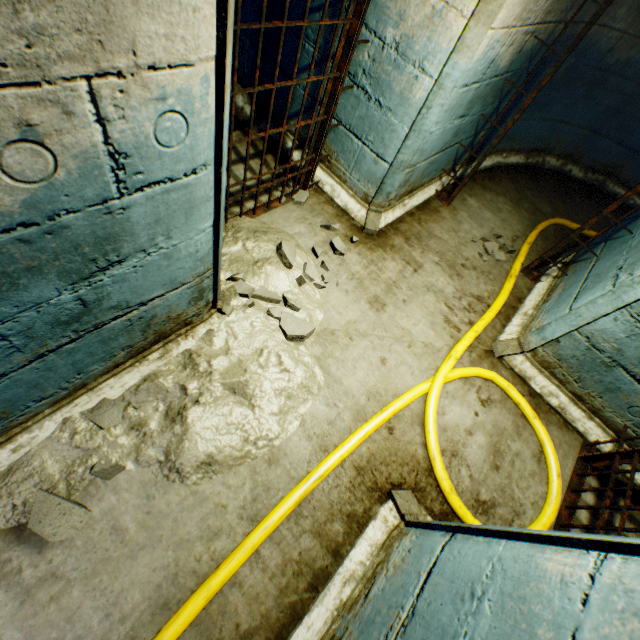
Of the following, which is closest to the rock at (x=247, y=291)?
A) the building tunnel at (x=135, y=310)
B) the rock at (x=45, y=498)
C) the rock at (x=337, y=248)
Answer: the building tunnel at (x=135, y=310)

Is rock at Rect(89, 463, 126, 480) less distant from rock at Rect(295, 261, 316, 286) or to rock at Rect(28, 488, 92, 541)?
rock at Rect(28, 488, 92, 541)

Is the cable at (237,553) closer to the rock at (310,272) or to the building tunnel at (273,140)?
the building tunnel at (273,140)

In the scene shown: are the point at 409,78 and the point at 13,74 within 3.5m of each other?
yes

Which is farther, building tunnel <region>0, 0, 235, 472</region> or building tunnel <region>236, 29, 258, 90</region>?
building tunnel <region>236, 29, 258, 90</region>

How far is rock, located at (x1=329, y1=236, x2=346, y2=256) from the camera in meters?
2.8

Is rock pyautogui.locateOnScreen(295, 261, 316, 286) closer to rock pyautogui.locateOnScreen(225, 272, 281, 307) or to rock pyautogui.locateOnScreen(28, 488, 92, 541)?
rock pyautogui.locateOnScreen(225, 272, 281, 307)

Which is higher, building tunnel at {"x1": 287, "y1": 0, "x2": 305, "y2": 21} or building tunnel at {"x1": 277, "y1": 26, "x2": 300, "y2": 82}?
building tunnel at {"x1": 287, "y1": 0, "x2": 305, "y2": 21}
